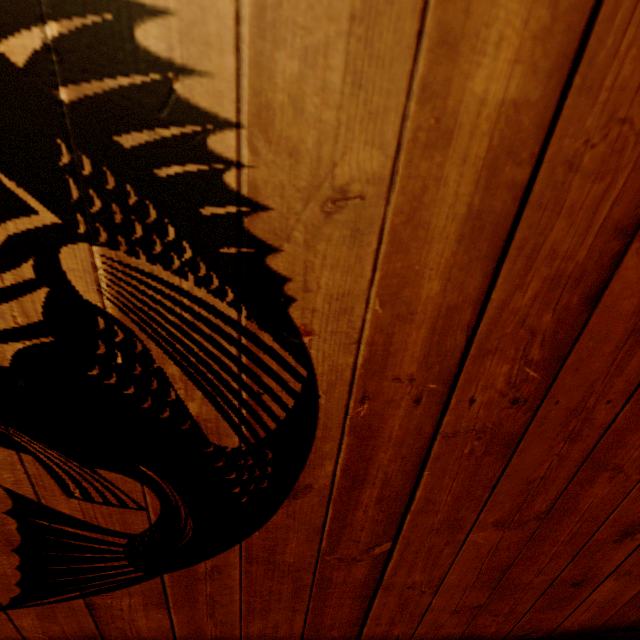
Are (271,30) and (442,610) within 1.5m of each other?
no
